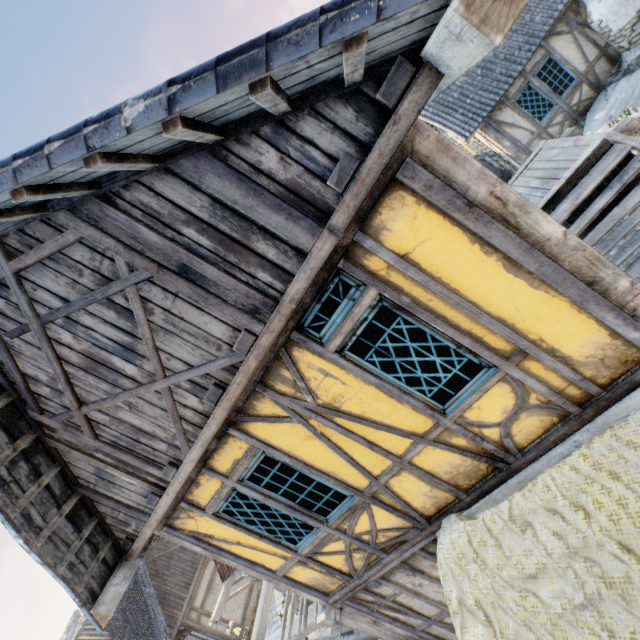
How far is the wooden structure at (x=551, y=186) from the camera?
4.99m

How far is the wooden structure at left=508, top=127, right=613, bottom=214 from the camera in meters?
5.0

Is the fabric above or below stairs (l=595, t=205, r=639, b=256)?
above

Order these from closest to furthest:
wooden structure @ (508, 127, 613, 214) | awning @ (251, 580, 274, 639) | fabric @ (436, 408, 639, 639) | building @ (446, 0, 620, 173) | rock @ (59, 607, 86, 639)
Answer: fabric @ (436, 408, 639, 639) < wooden structure @ (508, 127, 613, 214) < awning @ (251, 580, 274, 639) < building @ (446, 0, 620, 173) < rock @ (59, 607, 86, 639)

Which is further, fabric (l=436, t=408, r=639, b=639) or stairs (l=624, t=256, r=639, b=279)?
stairs (l=624, t=256, r=639, b=279)

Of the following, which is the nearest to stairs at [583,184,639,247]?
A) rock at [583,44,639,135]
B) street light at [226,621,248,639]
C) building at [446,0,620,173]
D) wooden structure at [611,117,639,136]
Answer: wooden structure at [611,117,639,136]

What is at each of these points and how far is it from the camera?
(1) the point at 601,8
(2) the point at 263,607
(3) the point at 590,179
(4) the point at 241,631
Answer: (1) chimney, 9.20m
(2) awning, 6.99m
(3) stairs, 4.92m
(4) street light, 9.45m

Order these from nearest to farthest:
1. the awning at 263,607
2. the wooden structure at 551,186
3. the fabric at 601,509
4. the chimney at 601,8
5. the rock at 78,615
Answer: the fabric at 601,509
the wooden structure at 551,186
the awning at 263,607
the chimney at 601,8
the rock at 78,615
